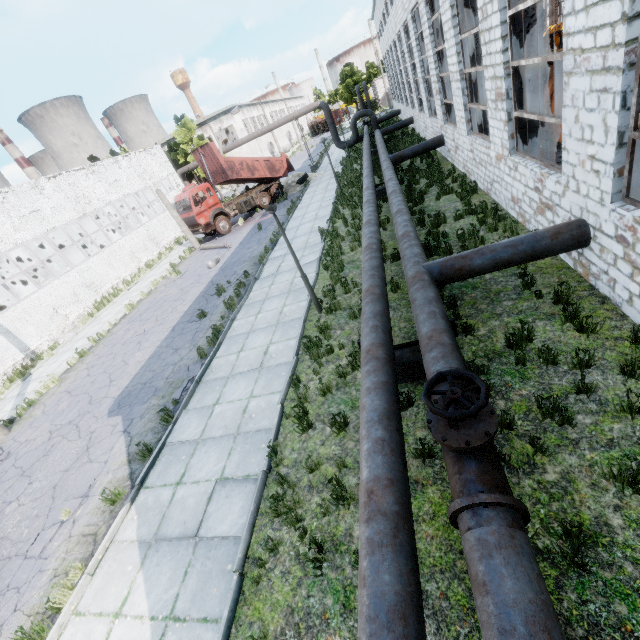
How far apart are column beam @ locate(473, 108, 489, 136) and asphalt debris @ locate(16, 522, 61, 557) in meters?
16.7 m

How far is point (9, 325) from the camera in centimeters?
1680cm

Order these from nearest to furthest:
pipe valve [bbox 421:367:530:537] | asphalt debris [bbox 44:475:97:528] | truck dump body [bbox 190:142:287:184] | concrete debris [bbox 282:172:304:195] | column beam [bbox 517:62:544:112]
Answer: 1. pipe valve [bbox 421:367:530:537]
2. asphalt debris [bbox 44:475:97:528]
3. column beam [bbox 517:62:544:112]
4. truck dump body [bbox 190:142:287:184]
5. concrete debris [bbox 282:172:304:195]

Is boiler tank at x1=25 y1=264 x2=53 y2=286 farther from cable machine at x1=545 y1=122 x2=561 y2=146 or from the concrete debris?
cable machine at x1=545 y1=122 x2=561 y2=146

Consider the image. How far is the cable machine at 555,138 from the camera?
11.5m

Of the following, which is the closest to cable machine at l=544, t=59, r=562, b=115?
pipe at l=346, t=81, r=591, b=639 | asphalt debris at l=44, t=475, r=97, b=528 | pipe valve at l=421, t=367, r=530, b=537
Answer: pipe at l=346, t=81, r=591, b=639

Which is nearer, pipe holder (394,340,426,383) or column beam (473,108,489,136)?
pipe holder (394,340,426,383)

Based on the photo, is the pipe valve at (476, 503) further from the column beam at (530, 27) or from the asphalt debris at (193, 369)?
the column beam at (530, 27)
